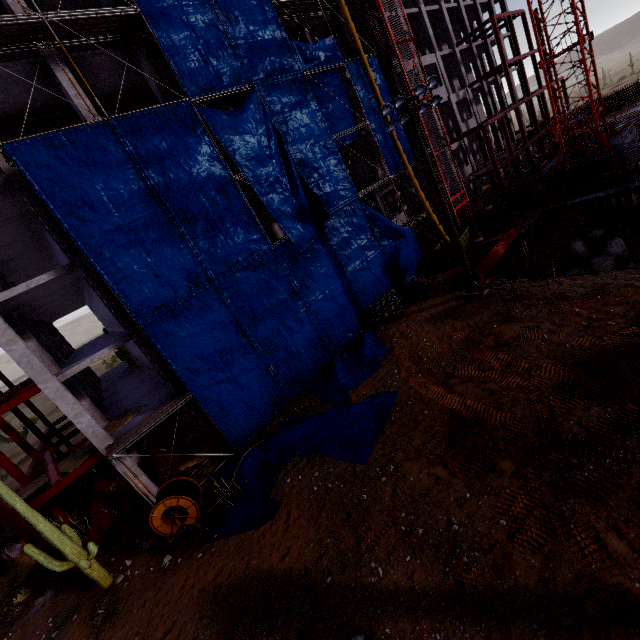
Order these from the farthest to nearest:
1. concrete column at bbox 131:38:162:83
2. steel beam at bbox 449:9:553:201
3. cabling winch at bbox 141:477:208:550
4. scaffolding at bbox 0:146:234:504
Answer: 1. steel beam at bbox 449:9:553:201
2. concrete column at bbox 131:38:162:83
3. scaffolding at bbox 0:146:234:504
4. cabling winch at bbox 141:477:208:550

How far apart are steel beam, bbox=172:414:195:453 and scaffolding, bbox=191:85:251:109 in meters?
17.7

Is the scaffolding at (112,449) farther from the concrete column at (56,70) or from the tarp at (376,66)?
the concrete column at (56,70)

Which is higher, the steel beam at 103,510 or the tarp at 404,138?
the tarp at 404,138

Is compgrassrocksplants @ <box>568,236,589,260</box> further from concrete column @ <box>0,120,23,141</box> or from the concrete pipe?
the concrete pipe

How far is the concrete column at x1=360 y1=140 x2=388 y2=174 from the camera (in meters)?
30.94

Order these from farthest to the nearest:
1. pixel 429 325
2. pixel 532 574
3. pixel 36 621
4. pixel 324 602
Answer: pixel 429 325, pixel 36 621, pixel 324 602, pixel 532 574

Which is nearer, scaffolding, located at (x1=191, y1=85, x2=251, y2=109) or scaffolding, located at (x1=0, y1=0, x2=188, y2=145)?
scaffolding, located at (x1=0, y1=0, x2=188, y2=145)
